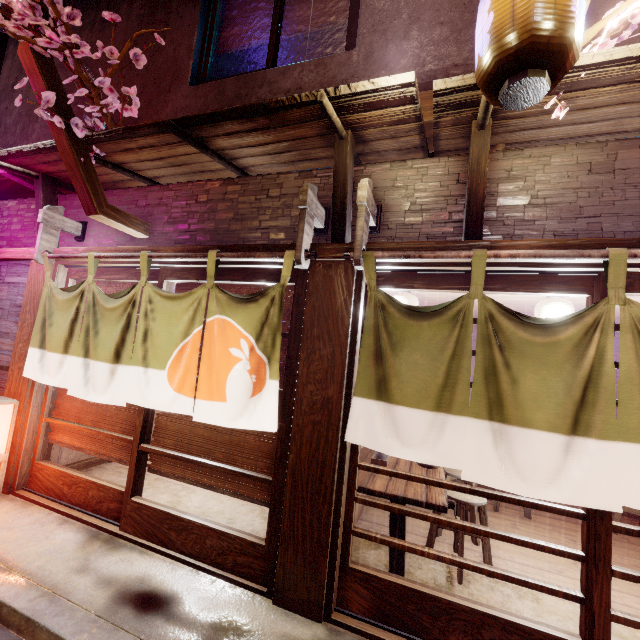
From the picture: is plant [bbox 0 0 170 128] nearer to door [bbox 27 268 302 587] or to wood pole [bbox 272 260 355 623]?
door [bbox 27 268 302 587]

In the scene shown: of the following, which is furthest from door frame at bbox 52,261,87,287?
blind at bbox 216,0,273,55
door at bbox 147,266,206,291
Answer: blind at bbox 216,0,273,55

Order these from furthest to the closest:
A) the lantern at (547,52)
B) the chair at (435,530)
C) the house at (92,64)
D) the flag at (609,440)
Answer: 1. the house at (92,64)
2. the chair at (435,530)
3. the flag at (609,440)
4. the lantern at (547,52)

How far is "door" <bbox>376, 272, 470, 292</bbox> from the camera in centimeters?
469cm

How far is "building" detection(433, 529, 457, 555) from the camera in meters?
6.6 m

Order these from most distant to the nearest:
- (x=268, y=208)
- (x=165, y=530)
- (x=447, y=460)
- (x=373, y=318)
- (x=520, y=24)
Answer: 1. (x=268, y=208)
2. (x=165, y=530)
3. (x=373, y=318)
4. (x=447, y=460)
5. (x=520, y=24)

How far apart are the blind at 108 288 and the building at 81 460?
3.13m

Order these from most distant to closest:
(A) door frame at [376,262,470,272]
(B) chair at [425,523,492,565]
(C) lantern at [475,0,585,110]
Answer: (B) chair at [425,523,492,565] < (A) door frame at [376,262,470,272] < (C) lantern at [475,0,585,110]
